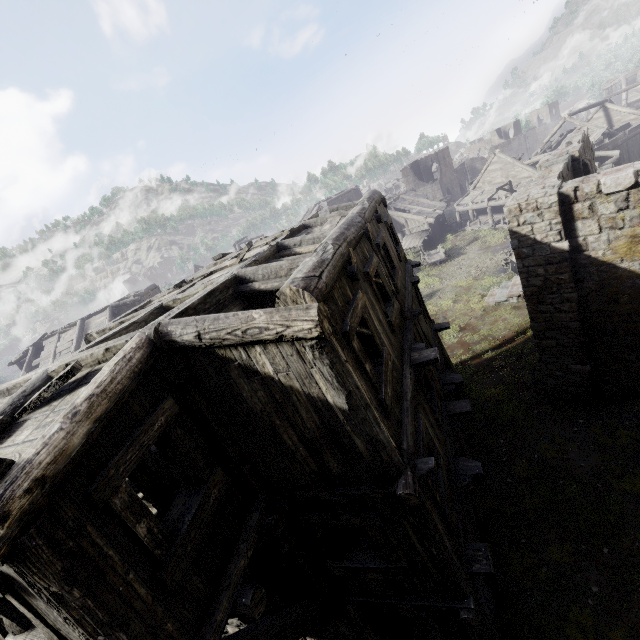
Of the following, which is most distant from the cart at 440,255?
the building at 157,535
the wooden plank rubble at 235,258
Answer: the wooden plank rubble at 235,258

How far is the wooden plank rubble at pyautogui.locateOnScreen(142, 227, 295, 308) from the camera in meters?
7.4 m

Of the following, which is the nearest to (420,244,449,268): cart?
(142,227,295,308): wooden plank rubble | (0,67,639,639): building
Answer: (0,67,639,639): building

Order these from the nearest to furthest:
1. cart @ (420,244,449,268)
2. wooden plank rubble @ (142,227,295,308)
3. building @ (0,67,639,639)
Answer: building @ (0,67,639,639) < wooden plank rubble @ (142,227,295,308) < cart @ (420,244,449,268)

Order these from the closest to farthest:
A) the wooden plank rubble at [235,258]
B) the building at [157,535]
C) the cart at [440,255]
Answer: the building at [157,535], the wooden plank rubble at [235,258], the cart at [440,255]

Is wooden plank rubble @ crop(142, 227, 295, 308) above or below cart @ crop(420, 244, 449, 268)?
above

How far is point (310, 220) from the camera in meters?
9.9 m
